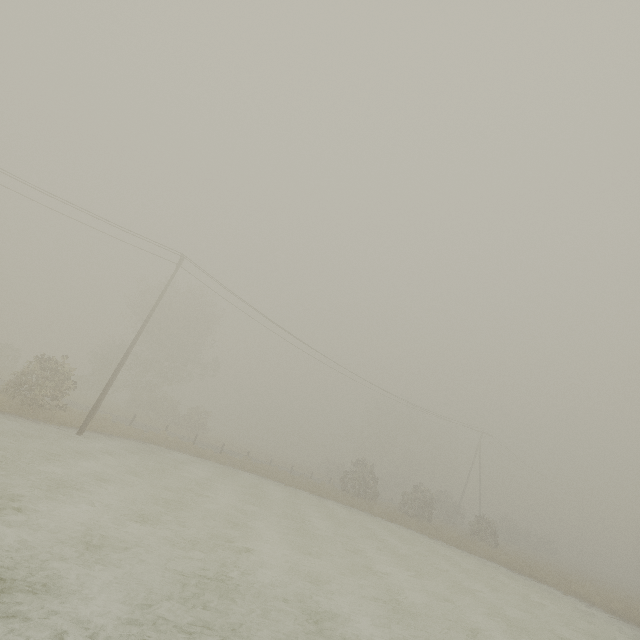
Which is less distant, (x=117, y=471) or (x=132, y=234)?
(x=117, y=471)

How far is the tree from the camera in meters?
38.8 m

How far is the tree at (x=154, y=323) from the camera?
38.8 meters
